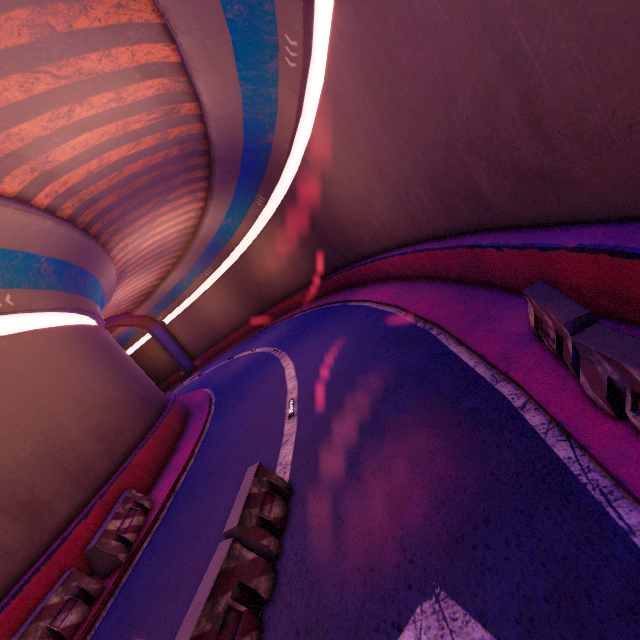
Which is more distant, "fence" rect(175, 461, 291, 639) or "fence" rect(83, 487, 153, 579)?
"fence" rect(83, 487, 153, 579)

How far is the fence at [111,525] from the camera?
7.97m

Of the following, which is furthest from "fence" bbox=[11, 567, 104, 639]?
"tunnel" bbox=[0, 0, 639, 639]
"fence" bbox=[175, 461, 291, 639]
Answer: "fence" bbox=[175, 461, 291, 639]

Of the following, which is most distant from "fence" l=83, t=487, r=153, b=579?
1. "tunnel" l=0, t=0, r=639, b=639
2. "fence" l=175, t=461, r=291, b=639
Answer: "fence" l=175, t=461, r=291, b=639

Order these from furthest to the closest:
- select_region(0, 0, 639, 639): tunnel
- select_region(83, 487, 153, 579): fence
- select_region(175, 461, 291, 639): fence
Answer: select_region(83, 487, 153, 579): fence → select_region(175, 461, 291, 639): fence → select_region(0, 0, 639, 639): tunnel

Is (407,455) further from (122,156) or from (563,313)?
(122,156)

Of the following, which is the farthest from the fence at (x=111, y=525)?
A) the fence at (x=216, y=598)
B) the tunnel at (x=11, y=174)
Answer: the fence at (x=216, y=598)
